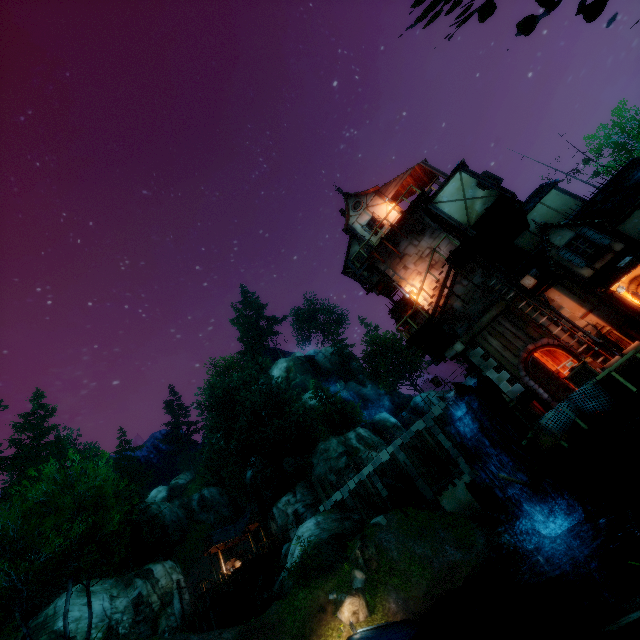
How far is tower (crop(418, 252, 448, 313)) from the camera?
17.3 meters

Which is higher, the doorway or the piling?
the doorway

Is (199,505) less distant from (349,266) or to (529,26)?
(349,266)

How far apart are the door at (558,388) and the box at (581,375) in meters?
2.1

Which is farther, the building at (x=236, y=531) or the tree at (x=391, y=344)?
the tree at (x=391, y=344)

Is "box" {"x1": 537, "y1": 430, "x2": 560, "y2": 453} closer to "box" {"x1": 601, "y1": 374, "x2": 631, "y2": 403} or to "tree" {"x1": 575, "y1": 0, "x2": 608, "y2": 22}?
"box" {"x1": 601, "y1": 374, "x2": 631, "y2": 403}

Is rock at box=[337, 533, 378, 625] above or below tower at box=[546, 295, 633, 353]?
below

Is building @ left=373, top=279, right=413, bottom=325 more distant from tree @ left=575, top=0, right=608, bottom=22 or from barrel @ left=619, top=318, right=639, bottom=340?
tree @ left=575, top=0, right=608, bottom=22
